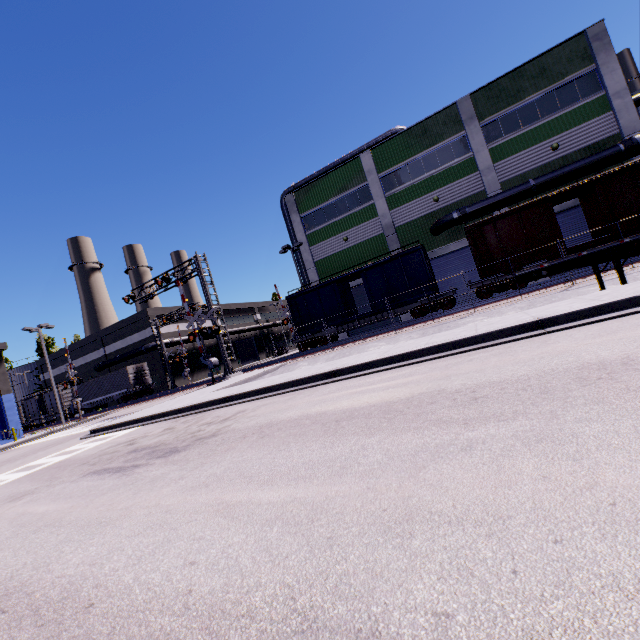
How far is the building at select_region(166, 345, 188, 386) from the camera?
42.1 meters

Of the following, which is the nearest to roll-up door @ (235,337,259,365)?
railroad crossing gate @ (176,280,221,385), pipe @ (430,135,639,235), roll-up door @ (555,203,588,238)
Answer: railroad crossing gate @ (176,280,221,385)

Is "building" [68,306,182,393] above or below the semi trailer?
above

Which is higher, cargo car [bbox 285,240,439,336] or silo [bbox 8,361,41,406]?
silo [bbox 8,361,41,406]

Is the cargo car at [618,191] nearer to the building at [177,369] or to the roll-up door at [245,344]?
the building at [177,369]

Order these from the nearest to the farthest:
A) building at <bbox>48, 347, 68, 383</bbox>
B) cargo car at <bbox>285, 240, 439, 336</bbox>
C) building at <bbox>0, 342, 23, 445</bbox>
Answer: cargo car at <bbox>285, 240, 439, 336</bbox> → building at <bbox>0, 342, 23, 445</bbox> → building at <bbox>48, 347, 68, 383</bbox>

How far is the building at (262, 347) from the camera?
52.4m

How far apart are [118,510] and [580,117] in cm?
3067
